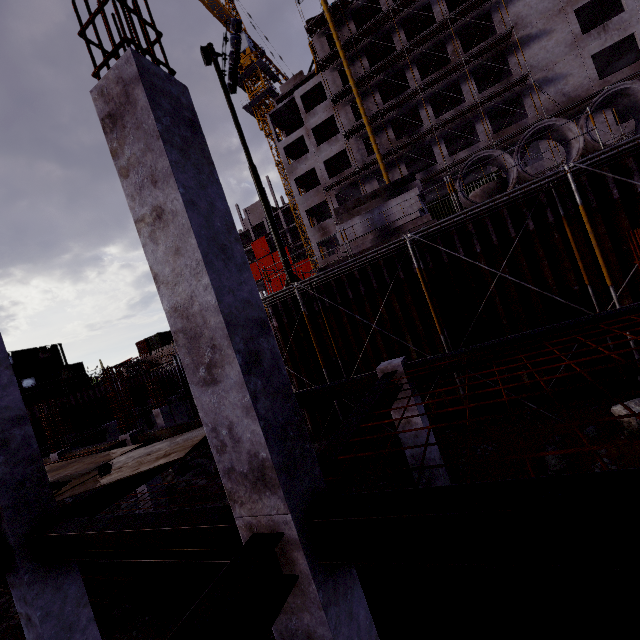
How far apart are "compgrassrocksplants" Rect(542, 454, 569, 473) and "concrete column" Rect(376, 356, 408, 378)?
2.1 meters

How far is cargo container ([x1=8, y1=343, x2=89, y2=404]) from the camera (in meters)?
26.95

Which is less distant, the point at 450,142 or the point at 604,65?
the point at 604,65

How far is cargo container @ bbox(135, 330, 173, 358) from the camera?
47.12m

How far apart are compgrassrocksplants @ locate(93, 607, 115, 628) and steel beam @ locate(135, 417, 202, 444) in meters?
4.0 m

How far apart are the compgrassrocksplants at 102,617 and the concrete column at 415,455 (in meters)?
8.89

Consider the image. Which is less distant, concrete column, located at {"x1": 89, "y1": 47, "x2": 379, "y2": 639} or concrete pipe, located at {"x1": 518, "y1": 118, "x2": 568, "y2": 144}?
concrete column, located at {"x1": 89, "y1": 47, "x2": 379, "y2": 639}

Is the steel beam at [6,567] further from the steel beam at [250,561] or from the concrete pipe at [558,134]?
the concrete pipe at [558,134]
